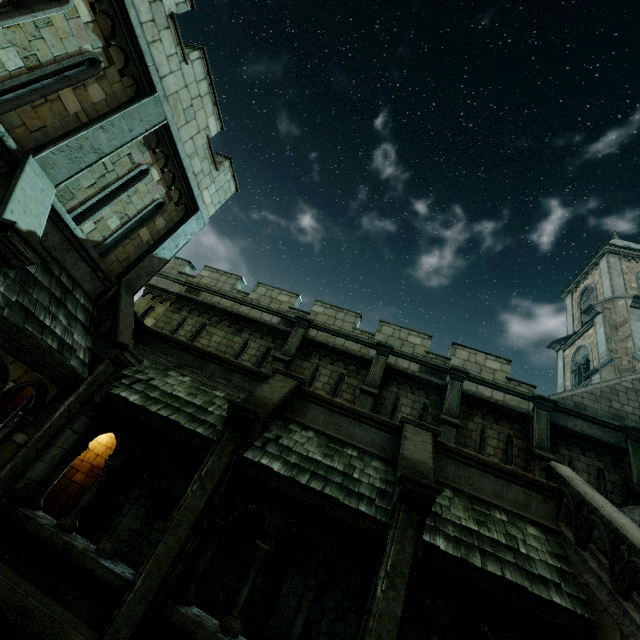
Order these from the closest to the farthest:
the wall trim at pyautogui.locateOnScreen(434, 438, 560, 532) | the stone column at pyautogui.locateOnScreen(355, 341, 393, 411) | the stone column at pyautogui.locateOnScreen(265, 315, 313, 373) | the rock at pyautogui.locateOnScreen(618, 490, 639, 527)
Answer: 1. the wall trim at pyautogui.locateOnScreen(434, 438, 560, 532)
2. the rock at pyautogui.locateOnScreen(618, 490, 639, 527)
3. the stone column at pyautogui.locateOnScreen(355, 341, 393, 411)
4. the stone column at pyautogui.locateOnScreen(265, 315, 313, 373)

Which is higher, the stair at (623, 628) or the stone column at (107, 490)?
the stair at (623, 628)

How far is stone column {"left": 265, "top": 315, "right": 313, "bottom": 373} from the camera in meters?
12.0 m

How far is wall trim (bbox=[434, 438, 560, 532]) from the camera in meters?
6.8 m

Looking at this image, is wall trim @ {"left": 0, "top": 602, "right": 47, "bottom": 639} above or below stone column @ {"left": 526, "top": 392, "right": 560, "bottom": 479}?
below

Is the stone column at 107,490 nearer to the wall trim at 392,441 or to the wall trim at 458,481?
the wall trim at 392,441

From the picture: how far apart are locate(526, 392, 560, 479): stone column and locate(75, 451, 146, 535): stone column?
11.6 meters

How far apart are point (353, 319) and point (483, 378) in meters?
5.4
